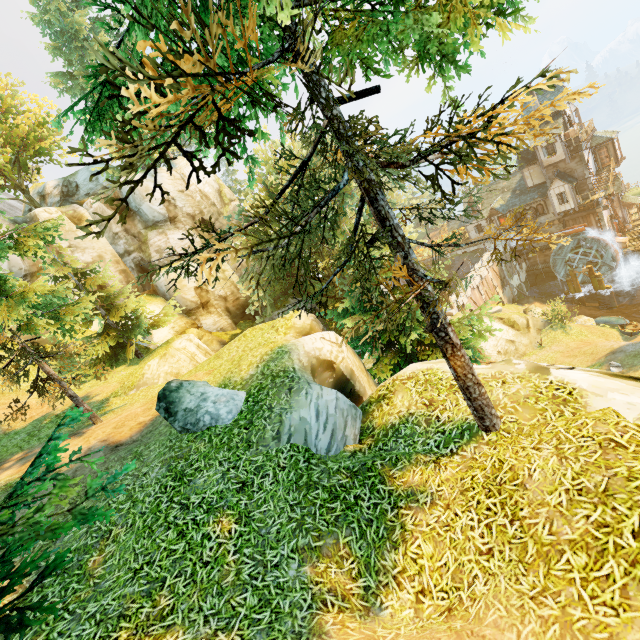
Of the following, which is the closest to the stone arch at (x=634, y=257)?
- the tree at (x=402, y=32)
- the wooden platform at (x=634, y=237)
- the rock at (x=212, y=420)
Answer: the wooden platform at (x=634, y=237)

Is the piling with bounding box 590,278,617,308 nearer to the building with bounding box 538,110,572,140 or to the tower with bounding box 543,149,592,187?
the tower with bounding box 543,149,592,187

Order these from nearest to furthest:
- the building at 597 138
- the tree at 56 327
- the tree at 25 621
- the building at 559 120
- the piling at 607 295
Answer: the tree at 25 621
the tree at 56 327
the building at 559 120
the building at 597 138
the piling at 607 295

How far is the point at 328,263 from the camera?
24.55m

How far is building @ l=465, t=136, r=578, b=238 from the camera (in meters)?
35.66

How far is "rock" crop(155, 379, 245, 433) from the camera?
7.9 meters

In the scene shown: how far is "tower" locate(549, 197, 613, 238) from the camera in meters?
36.3 m

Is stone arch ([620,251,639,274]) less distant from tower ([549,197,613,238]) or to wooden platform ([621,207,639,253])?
wooden platform ([621,207,639,253])
